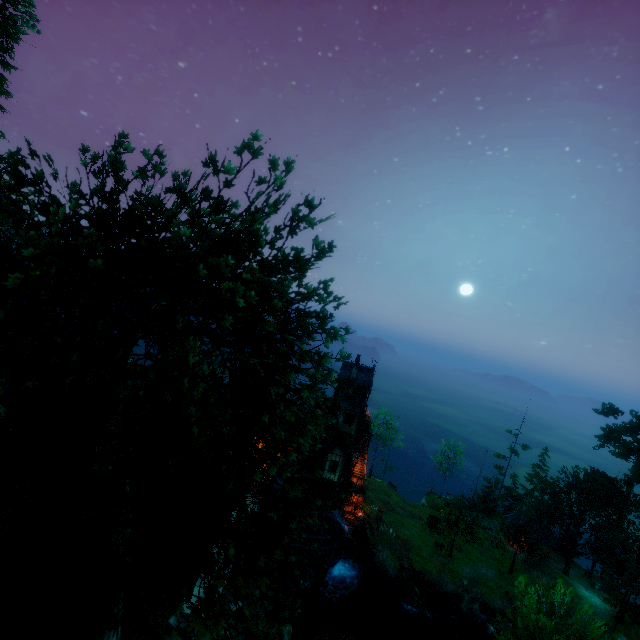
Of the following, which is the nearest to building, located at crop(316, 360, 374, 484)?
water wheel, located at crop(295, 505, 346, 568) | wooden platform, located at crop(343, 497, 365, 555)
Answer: wooden platform, located at crop(343, 497, 365, 555)

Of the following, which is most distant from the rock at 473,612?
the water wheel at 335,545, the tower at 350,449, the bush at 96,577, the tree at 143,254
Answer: the bush at 96,577

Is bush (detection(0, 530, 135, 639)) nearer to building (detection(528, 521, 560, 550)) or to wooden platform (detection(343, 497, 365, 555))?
wooden platform (detection(343, 497, 365, 555))

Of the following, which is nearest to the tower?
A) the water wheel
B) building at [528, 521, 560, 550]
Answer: the water wheel

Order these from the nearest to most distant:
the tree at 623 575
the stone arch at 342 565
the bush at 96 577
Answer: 1. the bush at 96 577
2. the stone arch at 342 565
3. the tree at 623 575

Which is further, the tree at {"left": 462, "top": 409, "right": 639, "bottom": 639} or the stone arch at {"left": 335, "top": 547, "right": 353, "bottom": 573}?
the tree at {"left": 462, "top": 409, "right": 639, "bottom": 639}

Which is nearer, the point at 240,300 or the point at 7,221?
the point at 240,300

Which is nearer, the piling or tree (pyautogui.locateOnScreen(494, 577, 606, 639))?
tree (pyautogui.locateOnScreen(494, 577, 606, 639))
